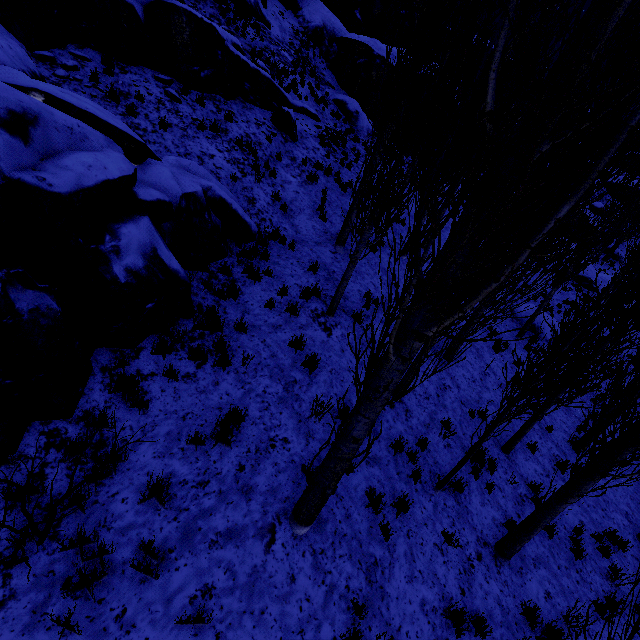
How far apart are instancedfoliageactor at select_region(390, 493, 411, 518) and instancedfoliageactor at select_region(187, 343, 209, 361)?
4.1 meters

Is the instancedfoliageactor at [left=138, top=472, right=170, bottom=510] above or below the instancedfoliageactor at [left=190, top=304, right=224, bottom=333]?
below

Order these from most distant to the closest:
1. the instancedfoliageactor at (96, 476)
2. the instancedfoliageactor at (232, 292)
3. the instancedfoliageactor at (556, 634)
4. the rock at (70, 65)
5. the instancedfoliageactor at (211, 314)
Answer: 1. the rock at (70, 65)
2. the instancedfoliageactor at (232, 292)
3. the instancedfoliageactor at (211, 314)
4. the instancedfoliageactor at (96, 476)
5. the instancedfoliageactor at (556, 634)

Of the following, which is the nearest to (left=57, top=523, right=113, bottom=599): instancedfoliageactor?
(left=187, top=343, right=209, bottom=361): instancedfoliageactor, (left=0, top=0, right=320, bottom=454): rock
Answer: (left=0, top=0, right=320, bottom=454): rock

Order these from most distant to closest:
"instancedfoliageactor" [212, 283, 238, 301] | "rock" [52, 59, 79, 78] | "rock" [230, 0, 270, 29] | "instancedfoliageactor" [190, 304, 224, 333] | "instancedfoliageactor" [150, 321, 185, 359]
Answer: "rock" [230, 0, 270, 29]
"rock" [52, 59, 79, 78]
"instancedfoliageactor" [212, 283, 238, 301]
"instancedfoliageactor" [190, 304, 224, 333]
"instancedfoliageactor" [150, 321, 185, 359]

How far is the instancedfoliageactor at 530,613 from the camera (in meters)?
5.56

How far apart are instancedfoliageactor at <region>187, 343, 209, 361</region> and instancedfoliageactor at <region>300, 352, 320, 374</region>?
1.8m

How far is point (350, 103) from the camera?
21.0 meters
